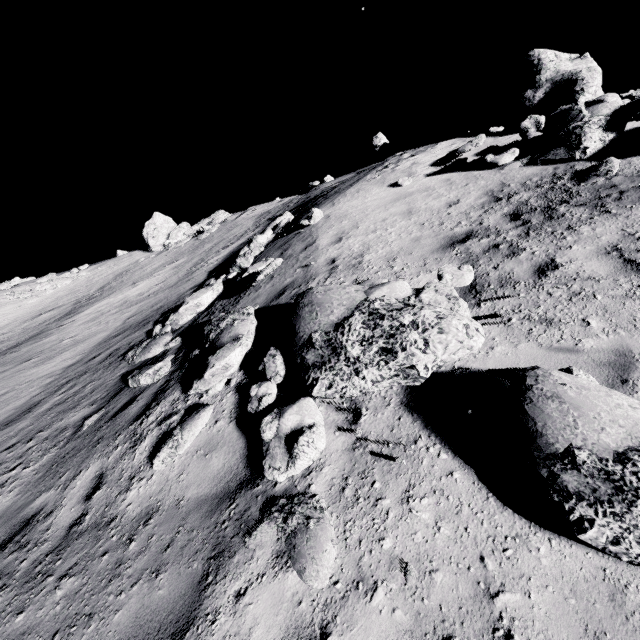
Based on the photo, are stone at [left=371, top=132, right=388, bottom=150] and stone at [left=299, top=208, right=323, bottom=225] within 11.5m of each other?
yes

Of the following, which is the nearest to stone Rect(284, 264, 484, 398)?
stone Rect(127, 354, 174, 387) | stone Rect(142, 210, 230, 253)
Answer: stone Rect(127, 354, 174, 387)

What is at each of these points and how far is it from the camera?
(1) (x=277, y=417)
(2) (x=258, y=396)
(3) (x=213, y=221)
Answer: (1) stone, 4.2m
(2) stone, 4.8m
(3) stone, 26.8m

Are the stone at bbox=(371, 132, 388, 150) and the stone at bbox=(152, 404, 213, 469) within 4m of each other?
no

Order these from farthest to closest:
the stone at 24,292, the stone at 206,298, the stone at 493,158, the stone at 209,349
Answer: the stone at 24,292, the stone at 493,158, the stone at 206,298, the stone at 209,349

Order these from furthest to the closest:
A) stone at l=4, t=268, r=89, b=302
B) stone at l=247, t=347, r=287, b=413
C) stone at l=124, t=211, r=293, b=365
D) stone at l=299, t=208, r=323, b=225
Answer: stone at l=4, t=268, r=89, b=302
stone at l=299, t=208, r=323, b=225
stone at l=124, t=211, r=293, b=365
stone at l=247, t=347, r=287, b=413

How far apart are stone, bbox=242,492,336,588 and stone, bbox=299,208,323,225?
9.17m

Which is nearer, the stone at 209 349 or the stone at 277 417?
the stone at 277 417
